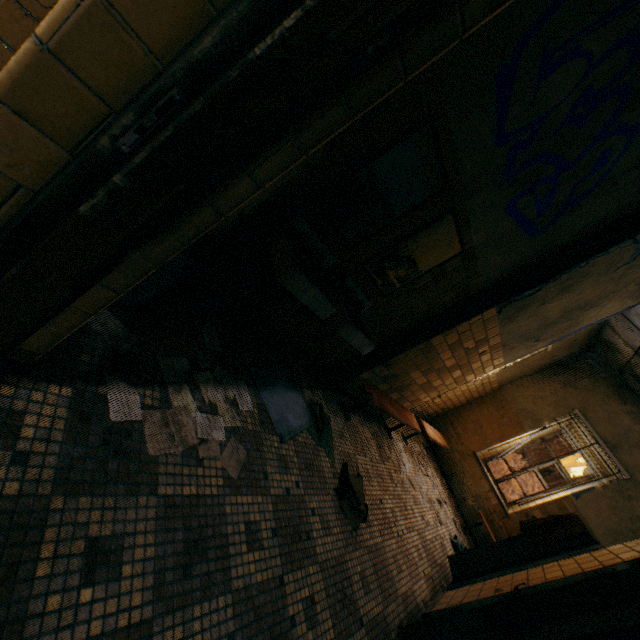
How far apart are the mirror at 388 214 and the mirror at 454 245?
0.2 meters

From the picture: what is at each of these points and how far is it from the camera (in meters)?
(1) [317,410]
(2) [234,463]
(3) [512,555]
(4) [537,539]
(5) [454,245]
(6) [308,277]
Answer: (1) towel, 3.04
(2) paper, 1.85
(3) locker, 3.70
(4) towel, 3.69
(5) mirror, 2.68
(6) sink, 2.32

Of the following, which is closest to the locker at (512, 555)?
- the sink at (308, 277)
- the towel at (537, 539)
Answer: the towel at (537, 539)

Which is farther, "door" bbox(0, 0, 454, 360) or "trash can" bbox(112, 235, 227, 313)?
"trash can" bbox(112, 235, 227, 313)

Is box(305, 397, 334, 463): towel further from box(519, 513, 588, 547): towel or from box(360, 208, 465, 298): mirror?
box(519, 513, 588, 547): towel

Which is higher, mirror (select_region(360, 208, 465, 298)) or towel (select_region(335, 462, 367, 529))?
mirror (select_region(360, 208, 465, 298))

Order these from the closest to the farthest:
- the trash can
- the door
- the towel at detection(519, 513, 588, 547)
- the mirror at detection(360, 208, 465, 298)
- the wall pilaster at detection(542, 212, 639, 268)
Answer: the door < the trash can < the mirror at detection(360, 208, 465, 298) < the wall pilaster at detection(542, 212, 639, 268) < the towel at detection(519, 513, 588, 547)

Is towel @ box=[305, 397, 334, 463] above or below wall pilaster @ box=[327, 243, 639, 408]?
below
